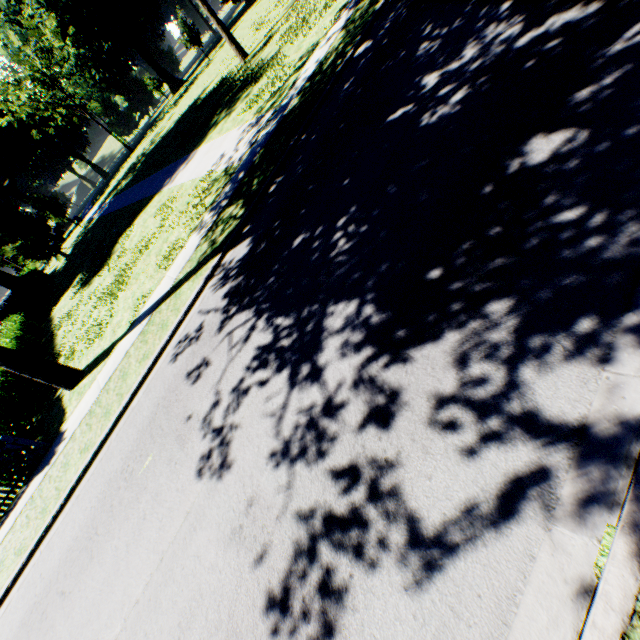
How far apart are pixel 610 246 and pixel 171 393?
7.75m

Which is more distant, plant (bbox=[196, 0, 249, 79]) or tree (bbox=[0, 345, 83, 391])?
plant (bbox=[196, 0, 249, 79])

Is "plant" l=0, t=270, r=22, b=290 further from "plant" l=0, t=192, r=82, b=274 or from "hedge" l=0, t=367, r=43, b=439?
"plant" l=0, t=192, r=82, b=274

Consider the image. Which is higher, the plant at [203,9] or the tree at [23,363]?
the plant at [203,9]

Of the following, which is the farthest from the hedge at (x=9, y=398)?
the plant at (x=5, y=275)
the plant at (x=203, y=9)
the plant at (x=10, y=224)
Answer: the plant at (x=203, y=9)

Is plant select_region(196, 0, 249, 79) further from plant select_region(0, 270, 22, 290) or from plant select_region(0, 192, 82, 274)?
plant select_region(0, 192, 82, 274)

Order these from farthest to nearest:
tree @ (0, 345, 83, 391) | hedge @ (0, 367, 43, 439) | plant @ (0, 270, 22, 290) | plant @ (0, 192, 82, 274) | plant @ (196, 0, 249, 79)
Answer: plant @ (0, 192, 82, 274)
plant @ (0, 270, 22, 290)
plant @ (196, 0, 249, 79)
hedge @ (0, 367, 43, 439)
tree @ (0, 345, 83, 391)

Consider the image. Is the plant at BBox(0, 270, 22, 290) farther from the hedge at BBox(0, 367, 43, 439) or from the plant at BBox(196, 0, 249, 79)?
the plant at BBox(196, 0, 249, 79)
